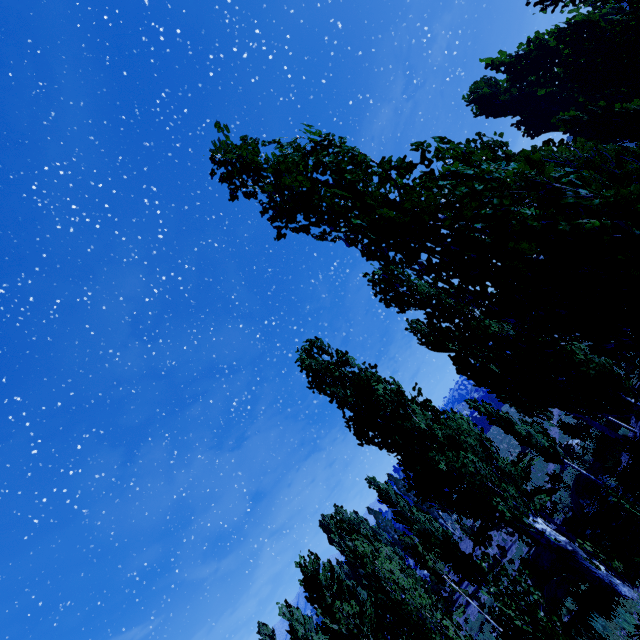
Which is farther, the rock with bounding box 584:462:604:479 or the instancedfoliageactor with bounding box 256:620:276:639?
the instancedfoliageactor with bounding box 256:620:276:639

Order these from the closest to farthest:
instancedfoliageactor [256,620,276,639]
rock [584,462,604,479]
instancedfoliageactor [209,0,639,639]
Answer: instancedfoliageactor [209,0,639,639]
rock [584,462,604,479]
instancedfoliageactor [256,620,276,639]

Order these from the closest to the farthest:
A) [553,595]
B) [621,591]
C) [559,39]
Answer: [621,591] < [553,595] < [559,39]

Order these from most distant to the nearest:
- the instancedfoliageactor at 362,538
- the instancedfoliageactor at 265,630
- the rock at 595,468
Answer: the instancedfoliageactor at 265,630 → the rock at 595,468 → the instancedfoliageactor at 362,538

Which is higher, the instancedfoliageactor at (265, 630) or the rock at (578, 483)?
the instancedfoliageactor at (265, 630)

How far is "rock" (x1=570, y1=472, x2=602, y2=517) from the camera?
19.02m
